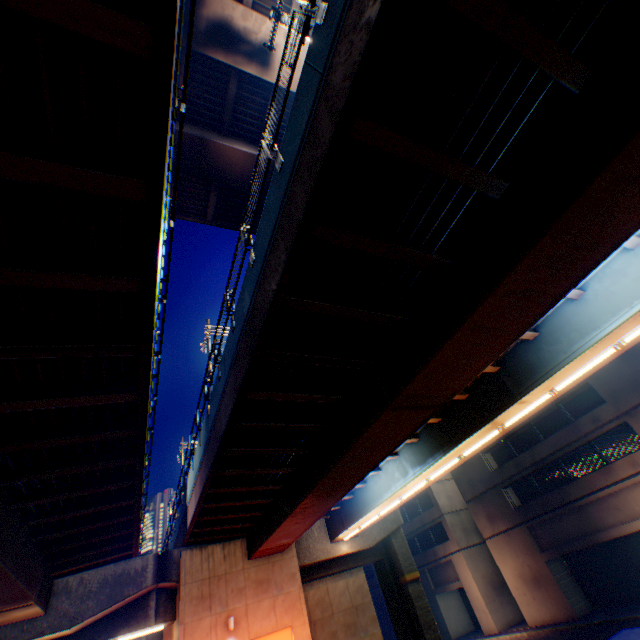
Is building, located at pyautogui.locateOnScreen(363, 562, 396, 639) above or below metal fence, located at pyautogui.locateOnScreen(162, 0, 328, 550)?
A: below

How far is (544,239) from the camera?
5.3 meters

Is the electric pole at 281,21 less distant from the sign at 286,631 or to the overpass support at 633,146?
the overpass support at 633,146

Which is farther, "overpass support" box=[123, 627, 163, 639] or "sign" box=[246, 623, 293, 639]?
"overpass support" box=[123, 627, 163, 639]

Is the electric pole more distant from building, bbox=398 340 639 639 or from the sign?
the sign

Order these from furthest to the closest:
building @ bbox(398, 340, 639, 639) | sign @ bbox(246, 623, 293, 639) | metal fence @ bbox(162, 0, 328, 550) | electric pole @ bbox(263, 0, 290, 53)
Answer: building @ bbox(398, 340, 639, 639) → sign @ bbox(246, 623, 293, 639) → electric pole @ bbox(263, 0, 290, 53) → metal fence @ bbox(162, 0, 328, 550)

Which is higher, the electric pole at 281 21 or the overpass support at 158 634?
the electric pole at 281 21

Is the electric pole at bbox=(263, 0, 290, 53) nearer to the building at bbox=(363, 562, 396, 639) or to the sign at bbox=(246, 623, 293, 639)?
the sign at bbox=(246, 623, 293, 639)
